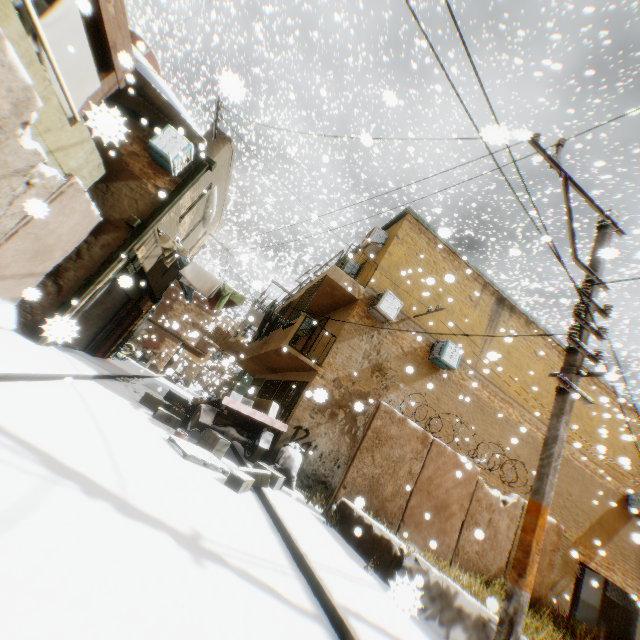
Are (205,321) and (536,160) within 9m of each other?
no

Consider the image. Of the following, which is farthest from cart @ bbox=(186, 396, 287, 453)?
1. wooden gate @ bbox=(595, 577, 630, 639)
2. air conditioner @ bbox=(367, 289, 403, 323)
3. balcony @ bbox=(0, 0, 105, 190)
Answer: wooden gate @ bbox=(595, 577, 630, 639)

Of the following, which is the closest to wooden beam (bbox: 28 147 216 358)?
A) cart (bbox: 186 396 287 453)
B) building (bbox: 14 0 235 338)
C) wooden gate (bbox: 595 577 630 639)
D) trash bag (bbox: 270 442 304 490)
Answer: building (bbox: 14 0 235 338)

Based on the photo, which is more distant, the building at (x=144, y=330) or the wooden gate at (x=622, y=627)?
the wooden gate at (x=622, y=627)

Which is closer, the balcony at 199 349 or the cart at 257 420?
the cart at 257 420

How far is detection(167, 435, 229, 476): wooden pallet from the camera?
6.5m

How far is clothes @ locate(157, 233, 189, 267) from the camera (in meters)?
9.47
